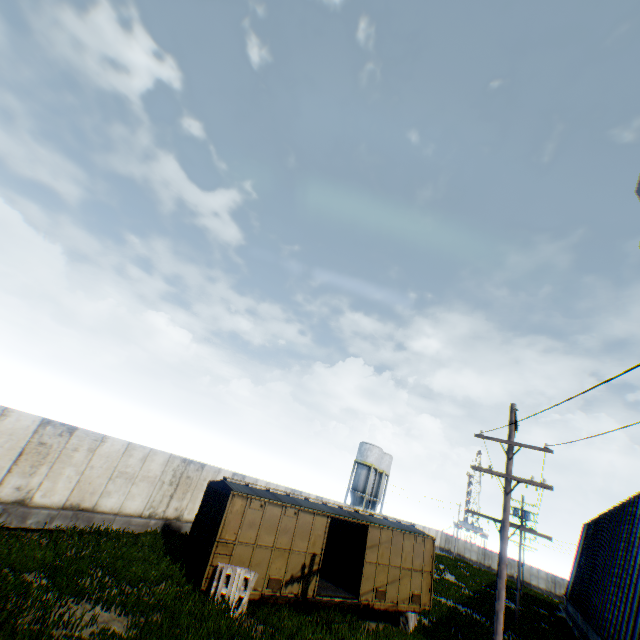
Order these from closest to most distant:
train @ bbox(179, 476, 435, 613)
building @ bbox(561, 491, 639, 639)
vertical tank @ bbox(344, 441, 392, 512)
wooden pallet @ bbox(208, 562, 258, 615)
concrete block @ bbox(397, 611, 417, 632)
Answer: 1. wooden pallet @ bbox(208, 562, 258, 615)
2. train @ bbox(179, 476, 435, 613)
3. concrete block @ bbox(397, 611, 417, 632)
4. building @ bbox(561, 491, 639, 639)
5. vertical tank @ bbox(344, 441, 392, 512)

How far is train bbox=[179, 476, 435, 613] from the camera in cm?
1274

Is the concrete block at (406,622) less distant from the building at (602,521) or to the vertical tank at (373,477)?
the building at (602,521)

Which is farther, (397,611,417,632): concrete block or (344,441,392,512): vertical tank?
(344,441,392,512): vertical tank

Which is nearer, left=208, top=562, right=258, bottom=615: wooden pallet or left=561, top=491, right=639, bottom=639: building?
left=208, top=562, right=258, bottom=615: wooden pallet

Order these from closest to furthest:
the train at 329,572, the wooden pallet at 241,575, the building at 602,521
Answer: the wooden pallet at 241,575 < the train at 329,572 < the building at 602,521

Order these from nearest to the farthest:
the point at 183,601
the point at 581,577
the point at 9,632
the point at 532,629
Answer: the point at 9,632 → the point at 183,601 → the point at 532,629 → the point at 581,577

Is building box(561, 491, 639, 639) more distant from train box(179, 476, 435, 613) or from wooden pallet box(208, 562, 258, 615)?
wooden pallet box(208, 562, 258, 615)
